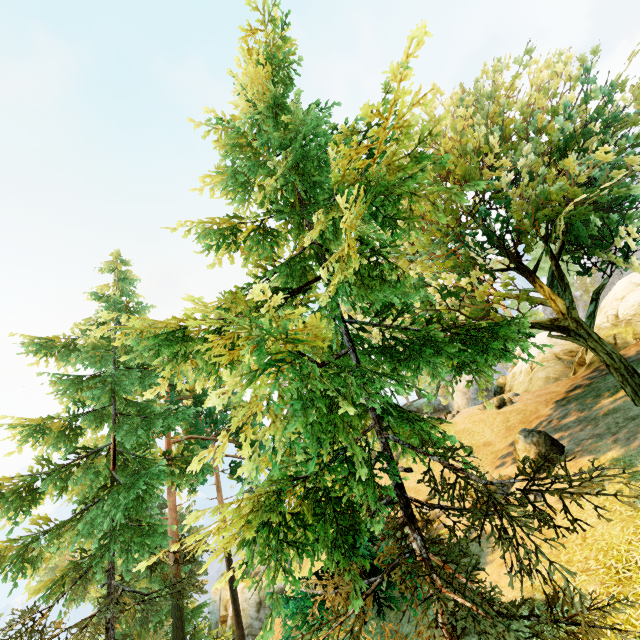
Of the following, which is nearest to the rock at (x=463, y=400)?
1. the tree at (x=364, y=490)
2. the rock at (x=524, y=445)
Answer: the tree at (x=364, y=490)

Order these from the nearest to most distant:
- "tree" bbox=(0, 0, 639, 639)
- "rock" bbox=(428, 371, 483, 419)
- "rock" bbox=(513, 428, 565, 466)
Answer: "tree" bbox=(0, 0, 639, 639) → "rock" bbox=(513, 428, 565, 466) → "rock" bbox=(428, 371, 483, 419)

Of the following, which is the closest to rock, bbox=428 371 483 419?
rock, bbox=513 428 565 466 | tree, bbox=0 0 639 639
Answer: tree, bbox=0 0 639 639

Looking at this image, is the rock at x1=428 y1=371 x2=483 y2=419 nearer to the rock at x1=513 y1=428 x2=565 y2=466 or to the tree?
the tree

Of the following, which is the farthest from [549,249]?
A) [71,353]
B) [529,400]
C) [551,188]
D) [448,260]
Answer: [71,353]

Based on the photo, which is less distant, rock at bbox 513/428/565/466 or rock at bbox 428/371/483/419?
rock at bbox 513/428/565/466
